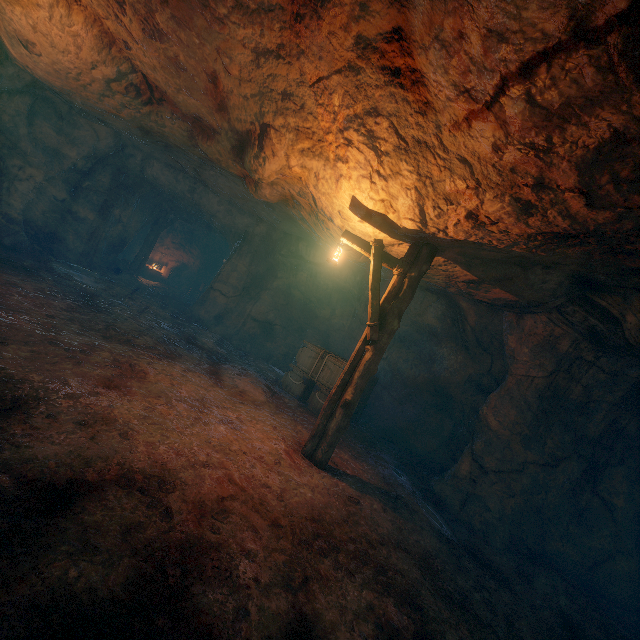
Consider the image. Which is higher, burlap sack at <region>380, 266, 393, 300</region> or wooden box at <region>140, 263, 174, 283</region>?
burlap sack at <region>380, 266, 393, 300</region>

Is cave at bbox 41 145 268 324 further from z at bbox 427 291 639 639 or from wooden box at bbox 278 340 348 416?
z at bbox 427 291 639 639

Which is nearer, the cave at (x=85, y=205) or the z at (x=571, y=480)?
the z at (x=571, y=480)

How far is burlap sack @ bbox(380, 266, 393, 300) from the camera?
11.21m

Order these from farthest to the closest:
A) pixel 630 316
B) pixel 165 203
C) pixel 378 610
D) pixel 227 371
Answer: pixel 165 203 → pixel 227 371 → pixel 630 316 → pixel 378 610

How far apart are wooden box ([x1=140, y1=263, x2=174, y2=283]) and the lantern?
18.2 meters

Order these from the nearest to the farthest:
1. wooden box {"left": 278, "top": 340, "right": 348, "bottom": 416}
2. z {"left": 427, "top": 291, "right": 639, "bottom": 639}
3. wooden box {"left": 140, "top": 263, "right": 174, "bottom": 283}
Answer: z {"left": 427, "top": 291, "right": 639, "bottom": 639} < wooden box {"left": 278, "top": 340, "right": 348, "bottom": 416} < wooden box {"left": 140, "top": 263, "right": 174, "bottom": 283}

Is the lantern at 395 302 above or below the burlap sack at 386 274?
below
